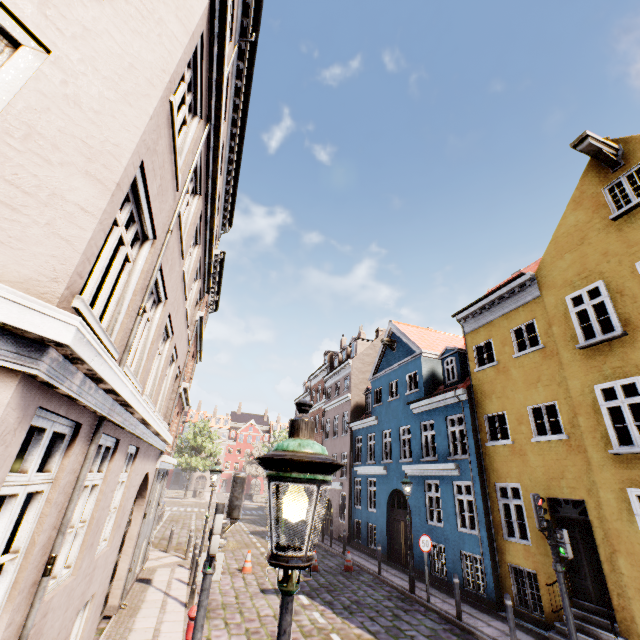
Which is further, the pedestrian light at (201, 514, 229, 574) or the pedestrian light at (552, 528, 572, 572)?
the pedestrian light at (552, 528, 572, 572)

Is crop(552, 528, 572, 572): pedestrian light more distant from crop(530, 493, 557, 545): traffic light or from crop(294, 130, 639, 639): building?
crop(294, 130, 639, 639): building

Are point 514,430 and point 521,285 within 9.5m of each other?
yes

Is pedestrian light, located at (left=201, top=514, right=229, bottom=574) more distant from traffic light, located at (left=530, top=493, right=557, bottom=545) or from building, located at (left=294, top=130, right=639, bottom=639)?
traffic light, located at (left=530, top=493, right=557, bottom=545)

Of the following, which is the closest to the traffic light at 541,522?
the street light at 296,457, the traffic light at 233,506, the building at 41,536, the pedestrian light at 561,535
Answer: the pedestrian light at 561,535

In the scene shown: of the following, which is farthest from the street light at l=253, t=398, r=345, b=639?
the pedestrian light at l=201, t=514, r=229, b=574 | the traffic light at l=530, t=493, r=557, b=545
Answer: the traffic light at l=530, t=493, r=557, b=545

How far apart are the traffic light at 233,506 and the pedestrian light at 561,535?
7.2 meters

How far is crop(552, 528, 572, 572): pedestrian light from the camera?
7.2 meters
